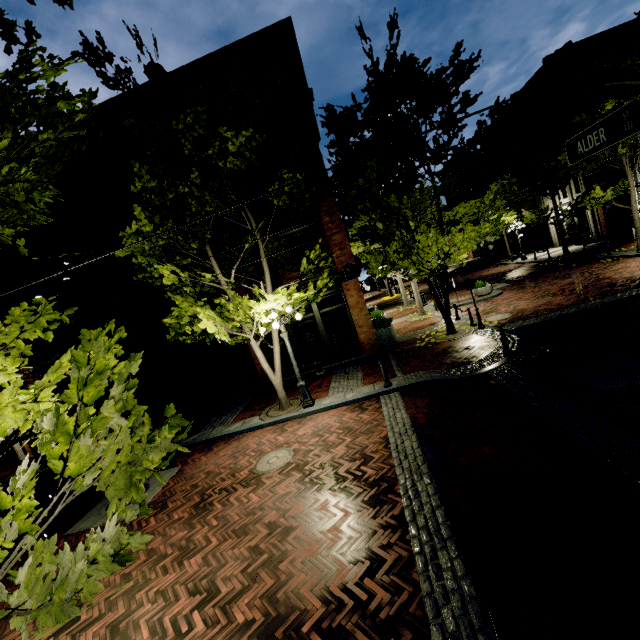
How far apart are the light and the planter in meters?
5.2 m

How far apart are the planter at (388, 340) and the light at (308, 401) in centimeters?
521cm

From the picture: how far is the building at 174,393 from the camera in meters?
15.2 m

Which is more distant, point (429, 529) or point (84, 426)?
point (429, 529)

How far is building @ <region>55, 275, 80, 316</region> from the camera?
15.79m

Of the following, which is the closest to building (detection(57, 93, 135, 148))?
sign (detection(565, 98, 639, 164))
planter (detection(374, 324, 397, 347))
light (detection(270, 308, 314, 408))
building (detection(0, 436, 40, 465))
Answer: planter (detection(374, 324, 397, 347))

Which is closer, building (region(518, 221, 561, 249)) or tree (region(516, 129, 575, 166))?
tree (region(516, 129, 575, 166))
